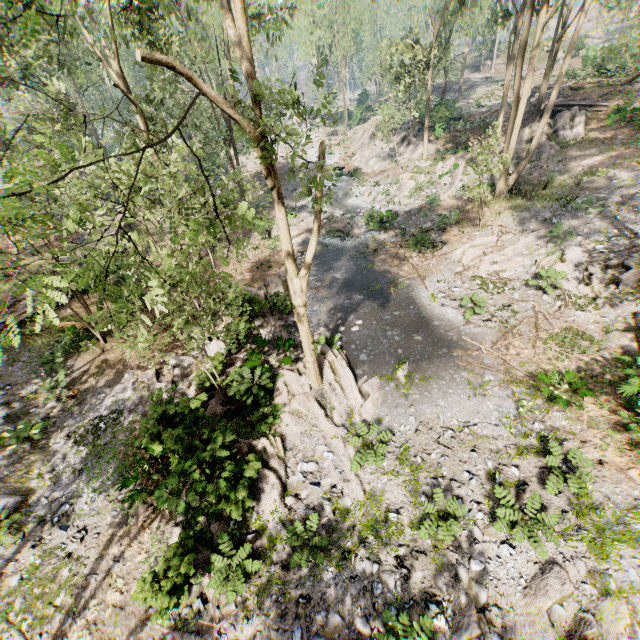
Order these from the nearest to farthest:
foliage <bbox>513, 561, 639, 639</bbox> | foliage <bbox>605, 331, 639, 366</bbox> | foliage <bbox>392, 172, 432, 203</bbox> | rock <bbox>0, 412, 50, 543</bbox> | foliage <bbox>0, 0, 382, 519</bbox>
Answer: foliage <bbox>0, 0, 382, 519</bbox>
foliage <bbox>513, 561, 639, 639</bbox>
rock <bbox>0, 412, 50, 543</bbox>
foliage <bbox>605, 331, 639, 366</bbox>
foliage <bbox>392, 172, 432, 203</bbox>

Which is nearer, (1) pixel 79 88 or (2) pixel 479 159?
(2) pixel 479 159

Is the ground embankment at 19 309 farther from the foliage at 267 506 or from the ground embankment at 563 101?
the ground embankment at 563 101

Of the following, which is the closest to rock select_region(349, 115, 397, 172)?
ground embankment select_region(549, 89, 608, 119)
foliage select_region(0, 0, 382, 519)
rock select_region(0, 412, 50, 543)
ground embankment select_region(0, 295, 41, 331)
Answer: foliage select_region(0, 0, 382, 519)

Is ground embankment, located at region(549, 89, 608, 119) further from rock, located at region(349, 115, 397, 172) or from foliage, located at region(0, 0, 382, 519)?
rock, located at region(349, 115, 397, 172)

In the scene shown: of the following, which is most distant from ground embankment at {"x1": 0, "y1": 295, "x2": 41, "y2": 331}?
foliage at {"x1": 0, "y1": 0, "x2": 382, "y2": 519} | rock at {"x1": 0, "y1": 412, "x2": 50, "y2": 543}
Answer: rock at {"x1": 0, "y1": 412, "x2": 50, "y2": 543}

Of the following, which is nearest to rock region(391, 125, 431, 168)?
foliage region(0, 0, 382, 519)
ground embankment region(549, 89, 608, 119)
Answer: foliage region(0, 0, 382, 519)
